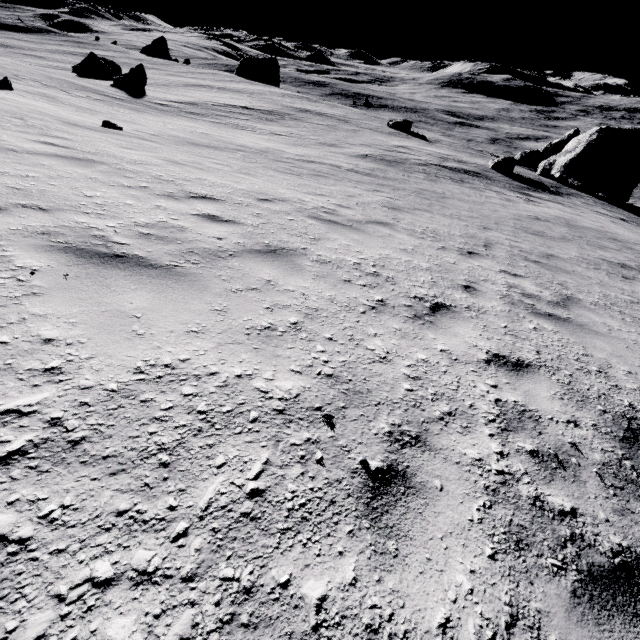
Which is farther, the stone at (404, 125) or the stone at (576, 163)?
the stone at (404, 125)

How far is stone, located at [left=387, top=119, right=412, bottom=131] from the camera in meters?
38.1

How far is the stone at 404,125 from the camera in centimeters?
3806cm

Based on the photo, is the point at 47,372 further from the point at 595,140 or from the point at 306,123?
the point at 595,140

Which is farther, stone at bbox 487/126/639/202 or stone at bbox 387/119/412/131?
stone at bbox 387/119/412/131
